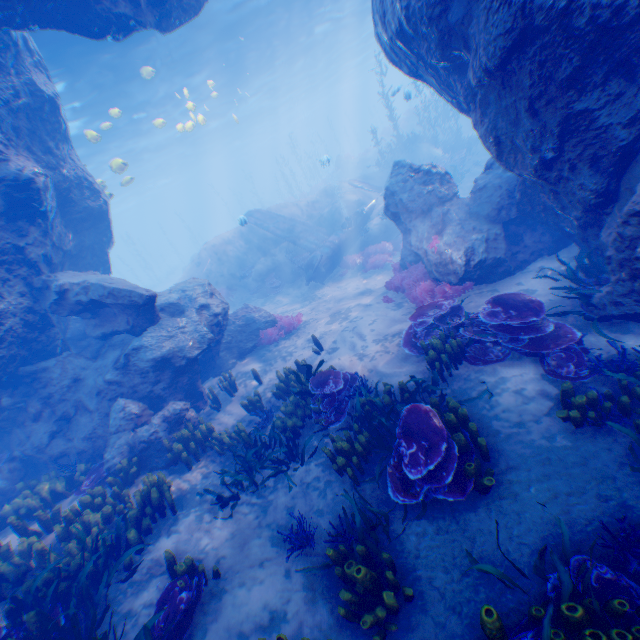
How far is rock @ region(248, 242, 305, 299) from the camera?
19.1 meters

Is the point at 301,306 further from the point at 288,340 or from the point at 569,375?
the point at 569,375

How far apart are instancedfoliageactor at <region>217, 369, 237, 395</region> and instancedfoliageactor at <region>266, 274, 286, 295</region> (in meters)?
8.39

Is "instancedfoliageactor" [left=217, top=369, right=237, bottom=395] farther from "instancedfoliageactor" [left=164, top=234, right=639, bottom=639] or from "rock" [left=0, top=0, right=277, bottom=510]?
"instancedfoliageactor" [left=164, top=234, right=639, bottom=639]

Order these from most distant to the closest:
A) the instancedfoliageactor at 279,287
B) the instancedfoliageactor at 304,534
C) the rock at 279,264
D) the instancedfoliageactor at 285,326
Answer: the rock at 279,264 → the instancedfoliageactor at 279,287 → the instancedfoliageactor at 285,326 → the instancedfoliageactor at 304,534

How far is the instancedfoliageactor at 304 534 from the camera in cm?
493

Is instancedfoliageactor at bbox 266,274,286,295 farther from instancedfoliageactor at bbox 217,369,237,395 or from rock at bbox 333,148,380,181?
rock at bbox 333,148,380,181

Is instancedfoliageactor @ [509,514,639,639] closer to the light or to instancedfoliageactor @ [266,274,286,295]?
the light
